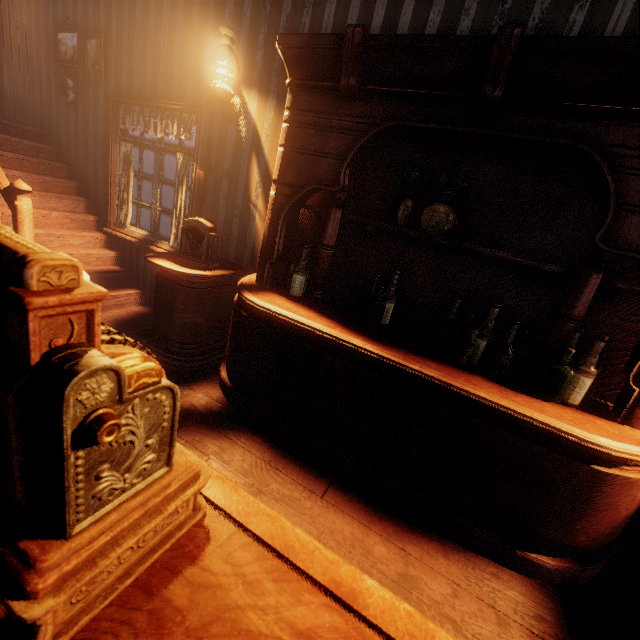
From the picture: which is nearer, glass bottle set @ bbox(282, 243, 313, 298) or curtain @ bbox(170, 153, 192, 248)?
glass bottle set @ bbox(282, 243, 313, 298)

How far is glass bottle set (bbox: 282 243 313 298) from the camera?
2.75m

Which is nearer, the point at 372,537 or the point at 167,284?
the point at 372,537

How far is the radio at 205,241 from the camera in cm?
294

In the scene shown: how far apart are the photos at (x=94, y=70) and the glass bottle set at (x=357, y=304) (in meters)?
4.24

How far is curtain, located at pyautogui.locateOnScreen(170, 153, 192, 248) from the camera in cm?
360

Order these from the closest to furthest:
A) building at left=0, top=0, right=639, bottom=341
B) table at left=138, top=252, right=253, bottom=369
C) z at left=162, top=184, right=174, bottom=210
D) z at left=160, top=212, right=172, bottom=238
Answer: building at left=0, top=0, right=639, bottom=341 → table at left=138, top=252, right=253, bottom=369 → z at left=160, top=212, right=172, bottom=238 → z at left=162, top=184, right=174, bottom=210

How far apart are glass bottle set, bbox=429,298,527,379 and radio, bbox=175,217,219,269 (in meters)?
2.10
